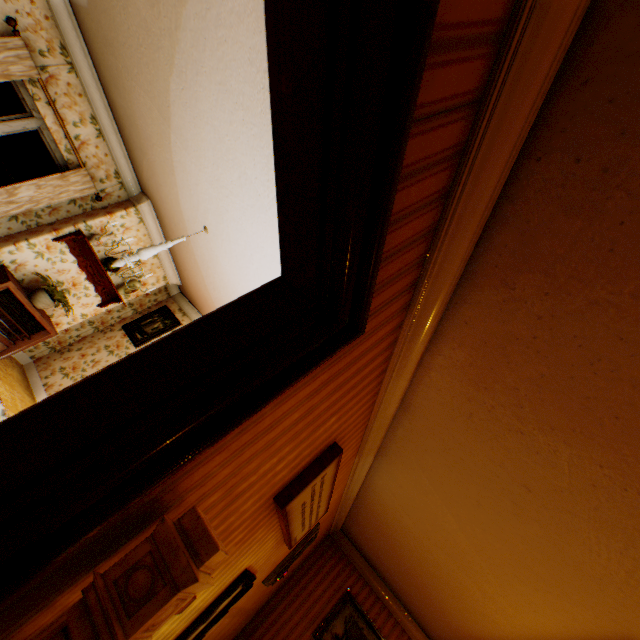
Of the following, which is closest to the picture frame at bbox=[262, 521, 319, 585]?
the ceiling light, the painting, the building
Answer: the building

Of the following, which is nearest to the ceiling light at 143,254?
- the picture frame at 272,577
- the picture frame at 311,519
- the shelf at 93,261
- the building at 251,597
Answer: the building at 251,597

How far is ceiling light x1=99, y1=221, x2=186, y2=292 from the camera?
3.60m

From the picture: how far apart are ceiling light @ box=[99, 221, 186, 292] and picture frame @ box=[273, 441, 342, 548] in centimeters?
274cm

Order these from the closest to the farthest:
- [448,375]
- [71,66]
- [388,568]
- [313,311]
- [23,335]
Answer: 1. [313,311]
2. [448,375]
3. [71,66]
4. [23,335]
5. [388,568]

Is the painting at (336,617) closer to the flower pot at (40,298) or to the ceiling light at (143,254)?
the ceiling light at (143,254)

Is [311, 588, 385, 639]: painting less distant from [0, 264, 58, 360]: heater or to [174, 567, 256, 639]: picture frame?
[174, 567, 256, 639]: picture frame

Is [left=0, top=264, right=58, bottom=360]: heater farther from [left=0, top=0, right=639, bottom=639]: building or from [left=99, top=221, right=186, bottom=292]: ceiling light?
[left=99, top=221, right=186, bottom=292]: ceiling light
